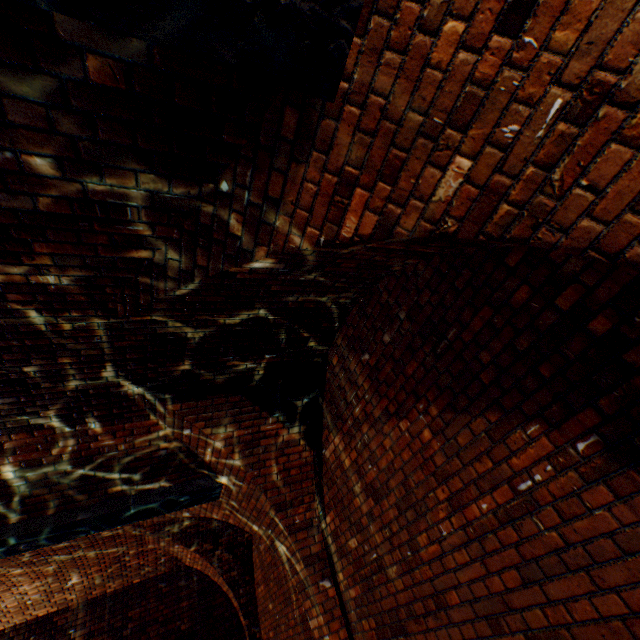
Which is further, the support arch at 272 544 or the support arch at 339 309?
the support arch at 272 544

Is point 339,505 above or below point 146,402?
below

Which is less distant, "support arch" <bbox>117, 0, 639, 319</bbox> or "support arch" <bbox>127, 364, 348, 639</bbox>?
"support arch" <bbox>117, 0, 639, 319</bbox>
